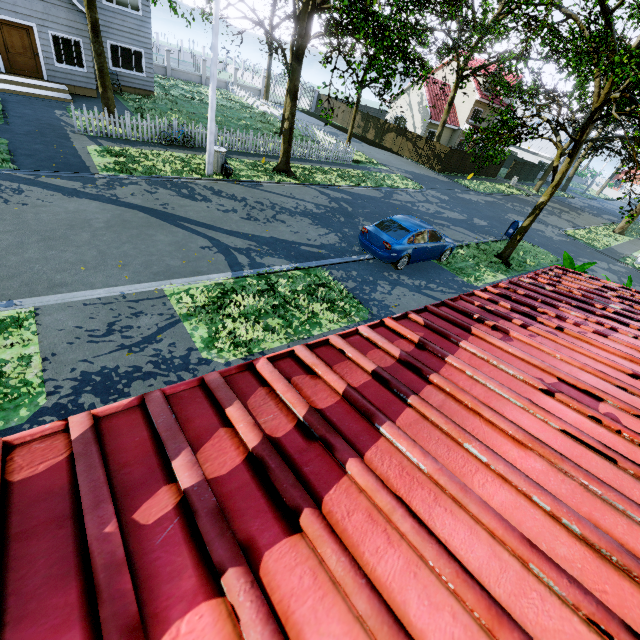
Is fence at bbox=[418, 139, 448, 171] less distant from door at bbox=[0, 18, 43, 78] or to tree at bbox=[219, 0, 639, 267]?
tree at bbox=[219, 0, 639, 267]

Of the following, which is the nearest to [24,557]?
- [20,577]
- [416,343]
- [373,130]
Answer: [20,577]

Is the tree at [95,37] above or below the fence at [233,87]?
above

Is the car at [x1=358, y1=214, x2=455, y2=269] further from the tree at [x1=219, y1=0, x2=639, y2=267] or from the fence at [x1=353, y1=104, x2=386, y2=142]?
the fence at [x1=353, y1=104, x2=386, y2=142]

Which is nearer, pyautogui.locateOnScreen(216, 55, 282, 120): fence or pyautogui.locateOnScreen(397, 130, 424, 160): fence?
pyautogui.locateOnScreen(216, 55, 282, 120): fence

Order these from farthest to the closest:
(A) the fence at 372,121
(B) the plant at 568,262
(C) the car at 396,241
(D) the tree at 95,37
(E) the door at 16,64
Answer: (A) the fence at 372,121 < (E) the door at 16,64 < (D) the tree at 95,37 < (C) the car at 396,241 < (B) the plant at 568,262

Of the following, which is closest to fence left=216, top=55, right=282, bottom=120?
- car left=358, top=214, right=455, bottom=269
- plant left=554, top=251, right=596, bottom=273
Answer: plant left=554, top=251, right=596, bottom=273

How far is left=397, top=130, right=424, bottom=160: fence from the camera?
31.0 meters
